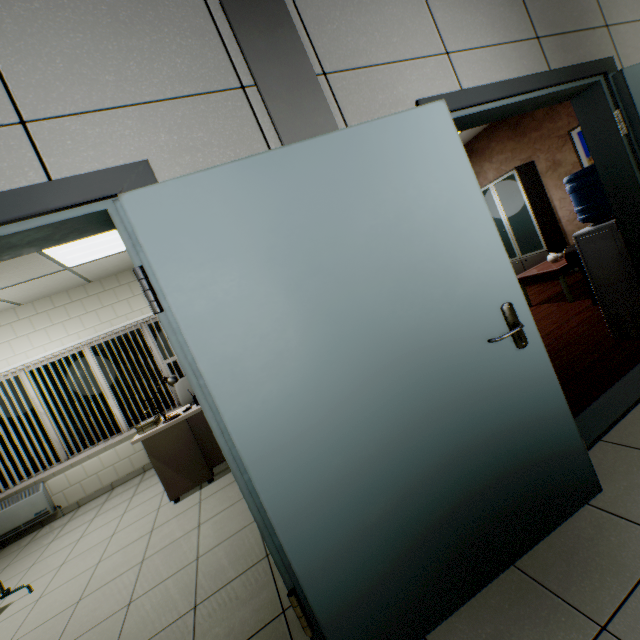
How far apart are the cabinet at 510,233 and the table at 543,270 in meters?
1.5

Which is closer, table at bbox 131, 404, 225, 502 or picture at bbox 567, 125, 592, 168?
table at bbox 131, 404, 225, 502

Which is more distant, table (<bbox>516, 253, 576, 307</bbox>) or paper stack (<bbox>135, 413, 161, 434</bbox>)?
table (<bbox>516, 253, 576, 307</bbox>)

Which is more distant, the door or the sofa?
the sofa

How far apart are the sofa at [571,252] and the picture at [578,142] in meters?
2.7

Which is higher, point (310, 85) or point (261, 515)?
point (310, 85)

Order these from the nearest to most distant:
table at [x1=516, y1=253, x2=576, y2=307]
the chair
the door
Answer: the door < table at [x1=516, y1=253, x2=576, y2=307] < the chair

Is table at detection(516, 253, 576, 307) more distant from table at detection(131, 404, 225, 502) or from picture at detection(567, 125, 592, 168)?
table at detection(131, 404, 225, 502)
